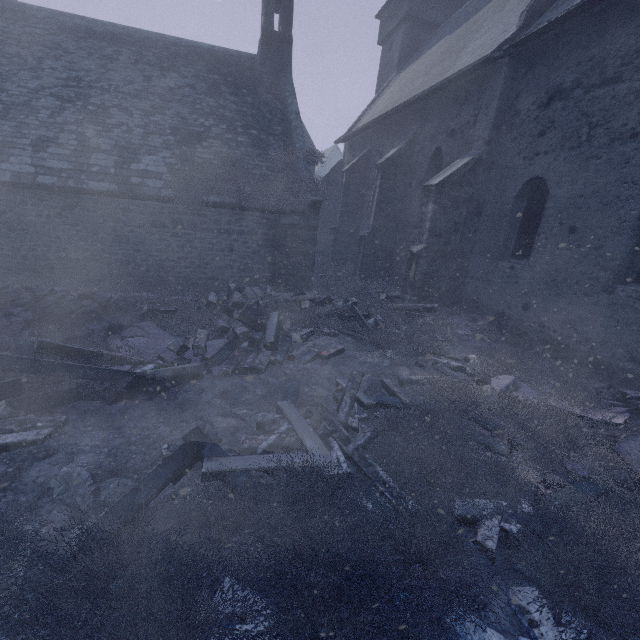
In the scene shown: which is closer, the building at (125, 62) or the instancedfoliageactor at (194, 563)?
the instancedfoliageactor at (194, 563)

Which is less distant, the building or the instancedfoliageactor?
the instancedfoliageactor

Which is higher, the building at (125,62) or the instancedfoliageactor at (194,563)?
the building at (125,62)

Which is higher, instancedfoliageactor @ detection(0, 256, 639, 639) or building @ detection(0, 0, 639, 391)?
building @ detection(0, 0, 639, 391)

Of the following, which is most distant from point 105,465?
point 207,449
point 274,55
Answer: point 274,55
